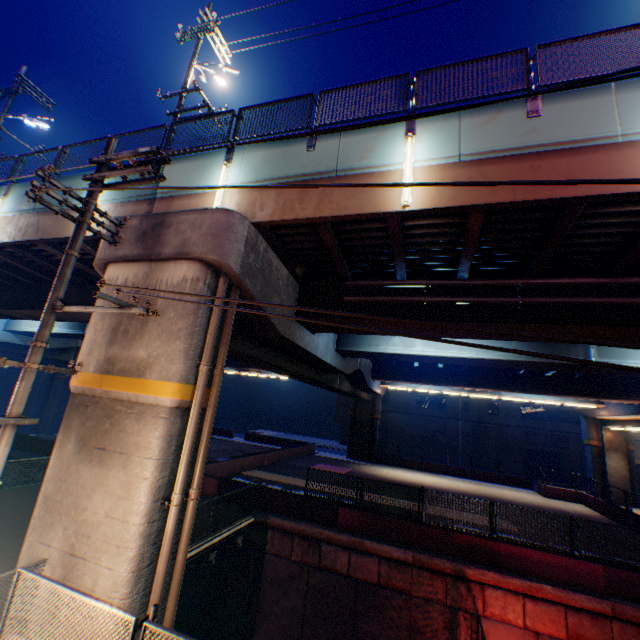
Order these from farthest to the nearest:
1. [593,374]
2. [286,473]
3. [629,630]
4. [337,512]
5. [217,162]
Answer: [286,473], [593,374], [337,512], [629,630], [217,162]

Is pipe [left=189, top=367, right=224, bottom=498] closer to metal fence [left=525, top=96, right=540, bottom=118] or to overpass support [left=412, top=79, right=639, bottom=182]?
overpass support [left=412, top=79, right=639, bottom=182]

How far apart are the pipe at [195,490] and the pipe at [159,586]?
0.28m

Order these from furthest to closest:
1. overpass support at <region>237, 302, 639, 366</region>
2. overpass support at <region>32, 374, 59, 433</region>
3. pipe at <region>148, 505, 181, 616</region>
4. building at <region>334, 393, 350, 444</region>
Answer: overpass support at <region>32, 374, 59, 433</region> → building at <region>334, 393, 350, 444</region> → overpass support at <region>237, 302, 639, 366</region> → pipe at <region>148, 505, 181, 616</region>

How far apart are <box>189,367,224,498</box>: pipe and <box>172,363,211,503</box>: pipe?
0.3m

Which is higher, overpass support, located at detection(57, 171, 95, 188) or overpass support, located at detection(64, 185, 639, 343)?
overpass support, located at detection(57, 171, 95, 188)

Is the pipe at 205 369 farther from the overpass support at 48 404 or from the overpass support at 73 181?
the overpass support at 48 404

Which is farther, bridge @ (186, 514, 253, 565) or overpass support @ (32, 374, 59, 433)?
overpass support @ (32, 374, 59, 433)
